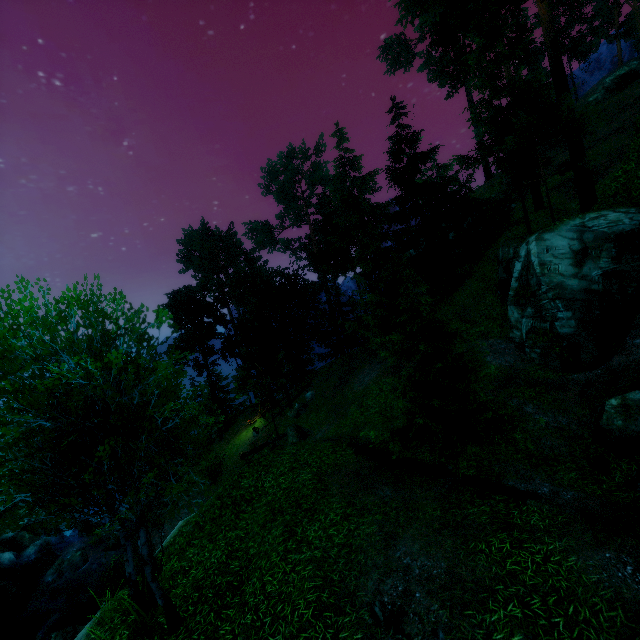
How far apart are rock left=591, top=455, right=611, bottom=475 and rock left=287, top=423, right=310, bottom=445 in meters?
15.7

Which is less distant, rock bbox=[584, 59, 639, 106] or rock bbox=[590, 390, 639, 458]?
rock bbox=[590, 390, 639, 458]

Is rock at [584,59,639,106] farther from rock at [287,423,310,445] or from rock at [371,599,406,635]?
rock at [371,599,406,635]

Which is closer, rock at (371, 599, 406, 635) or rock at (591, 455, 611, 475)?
rock at (371, 599, 406, 635)

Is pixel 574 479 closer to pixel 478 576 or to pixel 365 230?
pixel 478 576

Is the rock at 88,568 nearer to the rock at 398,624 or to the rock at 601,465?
the rock at 398,624

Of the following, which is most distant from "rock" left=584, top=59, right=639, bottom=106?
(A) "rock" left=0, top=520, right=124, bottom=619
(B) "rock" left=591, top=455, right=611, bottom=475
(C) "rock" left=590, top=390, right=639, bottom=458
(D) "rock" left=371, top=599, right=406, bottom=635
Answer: (A) "rock" left=0, top=520, right=124, bottom=619

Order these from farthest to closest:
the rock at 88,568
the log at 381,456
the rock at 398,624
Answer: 1. the rock at 88,568
2. the log at 381,456
3. the rock at 398,624
